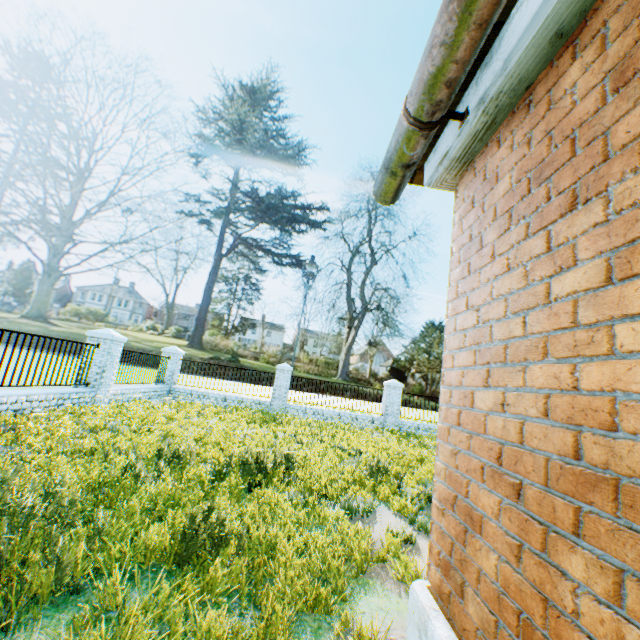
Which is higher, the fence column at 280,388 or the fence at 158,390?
the fence column at 280,388

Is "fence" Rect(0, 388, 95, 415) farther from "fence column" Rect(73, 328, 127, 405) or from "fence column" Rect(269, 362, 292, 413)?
"fence column" Rect(269, 362, 292, 413)

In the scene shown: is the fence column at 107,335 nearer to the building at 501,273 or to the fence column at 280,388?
the fence column at 280,388

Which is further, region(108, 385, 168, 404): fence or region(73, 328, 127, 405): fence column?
region(108, 385, 168, 404): fence

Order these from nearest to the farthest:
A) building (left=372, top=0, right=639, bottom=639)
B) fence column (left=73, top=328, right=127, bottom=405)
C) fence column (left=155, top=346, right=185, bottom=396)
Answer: building (left=372, top=0, right=639, bottom=639) < fence column (left=73, top=328, right=127, bottom=405) < fence column (left=155, top=346, right=185, bottom=396)

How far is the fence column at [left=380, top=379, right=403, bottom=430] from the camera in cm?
1574

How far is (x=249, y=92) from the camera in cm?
5847

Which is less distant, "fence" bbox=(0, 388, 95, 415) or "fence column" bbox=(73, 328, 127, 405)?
"fence" bbox=(0, 388, 95, 415)
